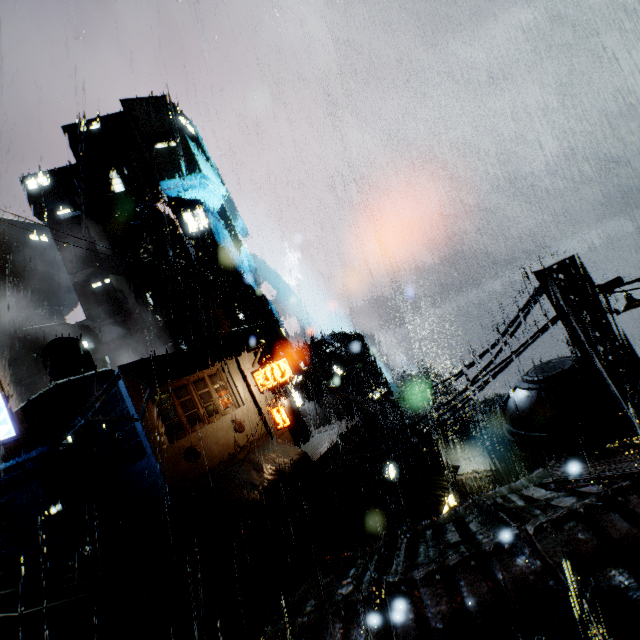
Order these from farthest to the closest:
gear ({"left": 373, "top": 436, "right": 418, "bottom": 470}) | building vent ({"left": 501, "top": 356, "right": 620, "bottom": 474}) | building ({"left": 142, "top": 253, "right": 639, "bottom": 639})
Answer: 1. gear ({"left": 373, "top": 436, "right": 418, "bottom": 470})
2. building vent ({"left": 501, "top": 356, "right": 620, "bottom": 474})
3. building ({"left": 142, "top": 253, "right": 639, "bottom": 639})

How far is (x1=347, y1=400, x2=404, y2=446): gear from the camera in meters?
Answer: 40.0 m

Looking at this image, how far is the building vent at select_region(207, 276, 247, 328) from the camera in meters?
44.6

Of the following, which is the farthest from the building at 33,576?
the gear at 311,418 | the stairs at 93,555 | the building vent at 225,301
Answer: the gear at 311,418

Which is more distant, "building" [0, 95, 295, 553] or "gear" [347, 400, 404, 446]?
"gear" [347, 400, 404, 446]

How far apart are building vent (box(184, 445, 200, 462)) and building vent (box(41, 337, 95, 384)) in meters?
19.4 m

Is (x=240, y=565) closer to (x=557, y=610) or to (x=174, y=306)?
(x=557, y=610)

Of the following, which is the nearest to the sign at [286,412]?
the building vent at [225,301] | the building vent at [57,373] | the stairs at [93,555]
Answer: the stairs at [93,555]
